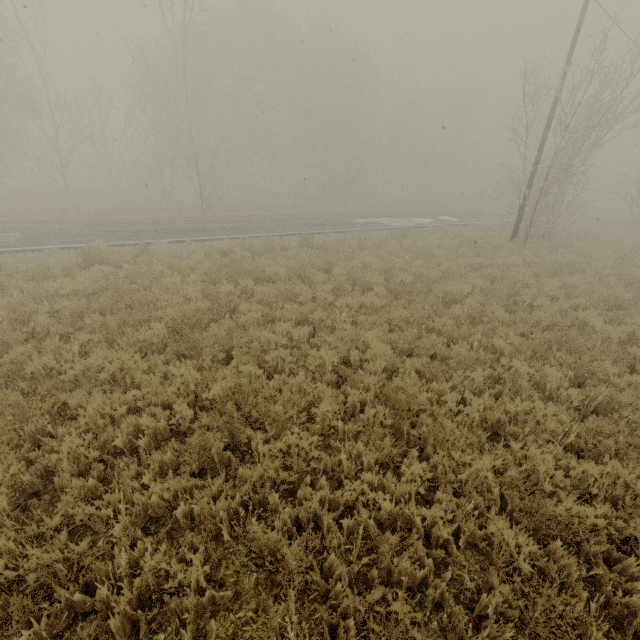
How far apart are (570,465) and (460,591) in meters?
2.3 m
